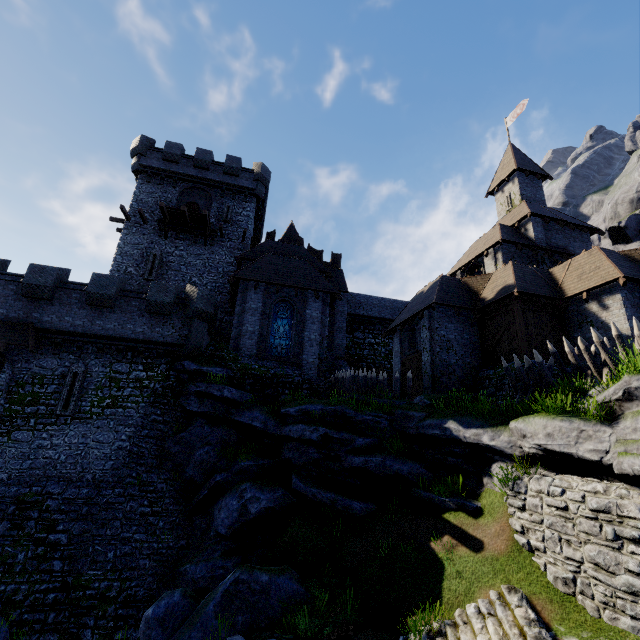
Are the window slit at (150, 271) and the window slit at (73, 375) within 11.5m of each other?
yes

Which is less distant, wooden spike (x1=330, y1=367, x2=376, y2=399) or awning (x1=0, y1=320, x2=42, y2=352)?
awning (x1=0, y1=320, x2=42, y2=352)

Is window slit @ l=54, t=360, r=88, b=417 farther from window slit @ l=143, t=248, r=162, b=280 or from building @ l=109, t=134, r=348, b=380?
window slit @ l=143, t=248, r=162, b=280

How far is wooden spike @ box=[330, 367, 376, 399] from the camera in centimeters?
1811cm

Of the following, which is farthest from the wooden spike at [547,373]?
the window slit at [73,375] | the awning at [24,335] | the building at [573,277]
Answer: the awning at [24,335]

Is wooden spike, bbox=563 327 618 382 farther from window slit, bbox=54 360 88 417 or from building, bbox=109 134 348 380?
window slit, bbox=54 360 88 417

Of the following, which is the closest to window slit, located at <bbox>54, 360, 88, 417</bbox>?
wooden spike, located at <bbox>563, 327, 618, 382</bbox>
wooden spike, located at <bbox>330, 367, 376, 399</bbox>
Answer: wooden spike, located at <bbox>330, 367, 376, 399</bbox>

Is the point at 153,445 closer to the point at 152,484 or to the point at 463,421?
the point at 152,484
